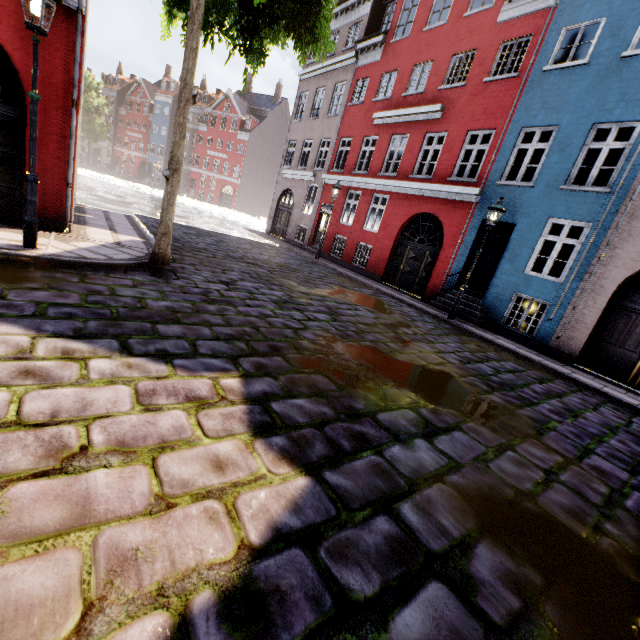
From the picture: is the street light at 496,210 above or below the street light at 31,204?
above

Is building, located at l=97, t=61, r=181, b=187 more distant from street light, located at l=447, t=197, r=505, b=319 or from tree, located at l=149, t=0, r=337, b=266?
tree, located at l=149, t=0, r=337, b=266

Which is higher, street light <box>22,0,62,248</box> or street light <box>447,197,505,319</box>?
street light <box>447,197,505,319</box>

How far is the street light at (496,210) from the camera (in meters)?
9.43

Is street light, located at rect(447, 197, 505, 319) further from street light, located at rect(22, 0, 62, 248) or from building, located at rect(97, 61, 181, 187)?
street light, located at rect(22, 0, 62, 248)

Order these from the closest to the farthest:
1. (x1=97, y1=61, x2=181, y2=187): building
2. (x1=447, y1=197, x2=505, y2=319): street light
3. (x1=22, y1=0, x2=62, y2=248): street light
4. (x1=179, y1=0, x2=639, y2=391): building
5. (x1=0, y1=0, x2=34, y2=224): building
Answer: (x1=22, y1=0, x2=62, y2=248): street light, (x1=0, y1=0, x2=34, y2=224): building, (x1=179, y1=0, x2=639, y2=391): building, (x1=447, y1=197, x2=505, y2=319): street light, (x1=97, y1=61, x2=181, y2=187): building

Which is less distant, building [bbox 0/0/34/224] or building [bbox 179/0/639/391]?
building [bbox 0/0/34/224]

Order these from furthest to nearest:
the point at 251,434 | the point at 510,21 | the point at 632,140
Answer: the point at 510,21 → the point at 632,140 → the point at 251,434
